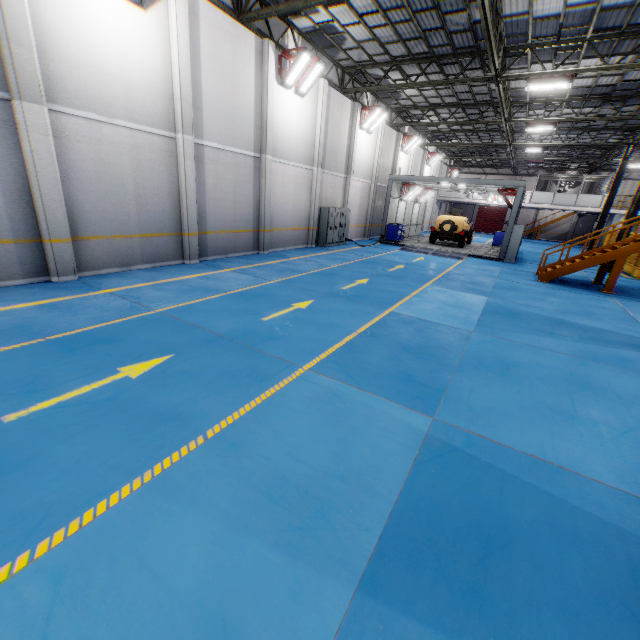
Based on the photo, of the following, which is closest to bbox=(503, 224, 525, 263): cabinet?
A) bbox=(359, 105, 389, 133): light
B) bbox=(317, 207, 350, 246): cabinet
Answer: bbox=(317, 207, 350, 246): cabinet

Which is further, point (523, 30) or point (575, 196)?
point (575, 196)

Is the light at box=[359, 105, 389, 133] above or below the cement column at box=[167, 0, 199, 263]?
above

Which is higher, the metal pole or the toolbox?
the metal pole

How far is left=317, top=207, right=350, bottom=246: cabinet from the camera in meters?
18.2 m

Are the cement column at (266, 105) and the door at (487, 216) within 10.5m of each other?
no

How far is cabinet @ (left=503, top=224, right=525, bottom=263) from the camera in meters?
18.6

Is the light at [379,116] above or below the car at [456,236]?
above
